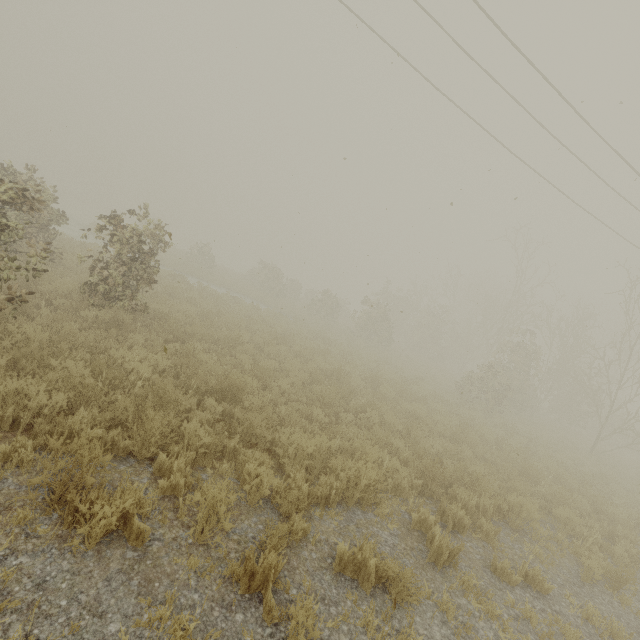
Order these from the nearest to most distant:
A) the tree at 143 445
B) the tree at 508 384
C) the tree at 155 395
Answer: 1. the tree at 143 445
2. the tree at 155 395
3. the tree at 508 384

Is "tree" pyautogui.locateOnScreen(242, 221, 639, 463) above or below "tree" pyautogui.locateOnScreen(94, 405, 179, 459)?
above

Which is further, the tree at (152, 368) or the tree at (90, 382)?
the tree at (152, 368)

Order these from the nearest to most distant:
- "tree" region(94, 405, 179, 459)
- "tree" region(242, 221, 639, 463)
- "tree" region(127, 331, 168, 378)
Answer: "tree" region(94, 405, 179, 459)
"tree" region(127, 331, 168, 378)
"tree" region(242, 221, 639, 463)

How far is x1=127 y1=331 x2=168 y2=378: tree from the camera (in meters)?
6.07

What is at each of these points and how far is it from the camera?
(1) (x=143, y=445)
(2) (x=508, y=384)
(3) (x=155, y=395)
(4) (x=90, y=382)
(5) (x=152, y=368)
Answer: (1) tree, 4.3 meters
(2) tree, 16.6 meters
(3) tree, 5.2 meters
(4) tree, 4.6 meters
(5) tree, 6.5 meters
